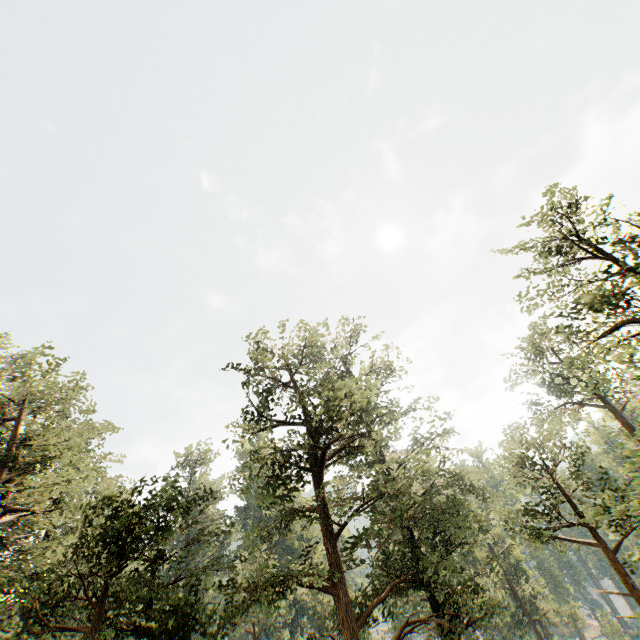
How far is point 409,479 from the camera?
18.0m
